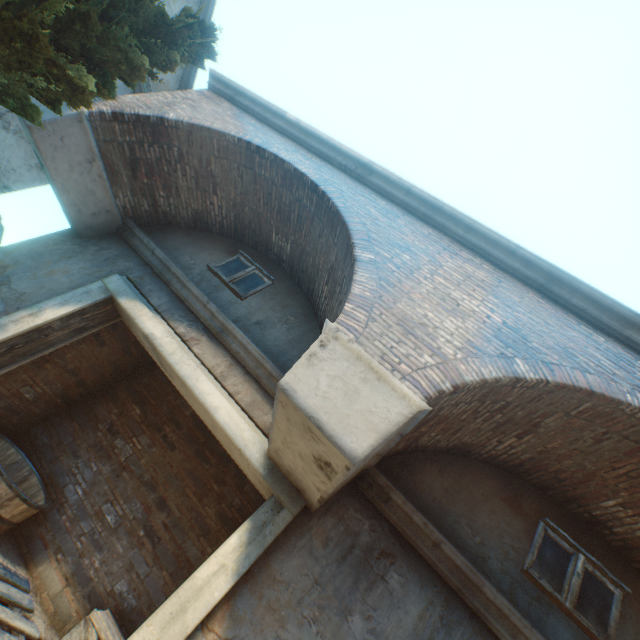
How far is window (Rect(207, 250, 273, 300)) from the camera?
5.63m

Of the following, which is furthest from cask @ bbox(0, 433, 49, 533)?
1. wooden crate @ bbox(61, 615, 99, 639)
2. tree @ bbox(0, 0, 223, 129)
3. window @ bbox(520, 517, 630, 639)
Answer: window @ bbox(520, 517, 630, 639)

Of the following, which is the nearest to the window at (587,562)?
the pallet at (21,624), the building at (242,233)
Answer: the building at (242,233)

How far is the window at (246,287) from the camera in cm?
563

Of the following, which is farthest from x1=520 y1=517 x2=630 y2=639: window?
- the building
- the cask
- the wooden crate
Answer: the cask

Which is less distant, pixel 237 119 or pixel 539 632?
pixel 539 632

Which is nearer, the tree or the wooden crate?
the tree

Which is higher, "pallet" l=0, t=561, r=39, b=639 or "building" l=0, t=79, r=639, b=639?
"building" l=0, t=79, r=639, b=639
